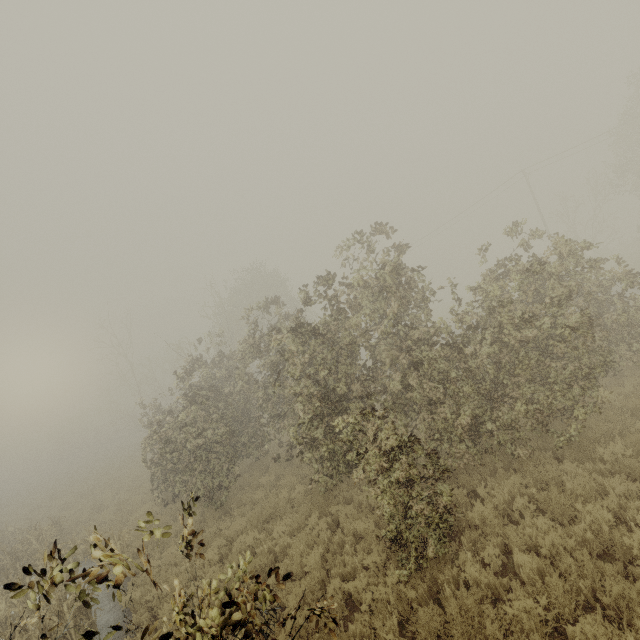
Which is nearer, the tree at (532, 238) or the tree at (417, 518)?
the tree at (417, 518)

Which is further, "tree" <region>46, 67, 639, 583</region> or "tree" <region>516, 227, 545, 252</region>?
"tree" <region>516, 227, 545, 252</region>

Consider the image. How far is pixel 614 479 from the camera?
6.5 meters

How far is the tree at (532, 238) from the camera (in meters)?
9.06

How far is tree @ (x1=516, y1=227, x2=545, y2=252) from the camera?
9.1 meters
